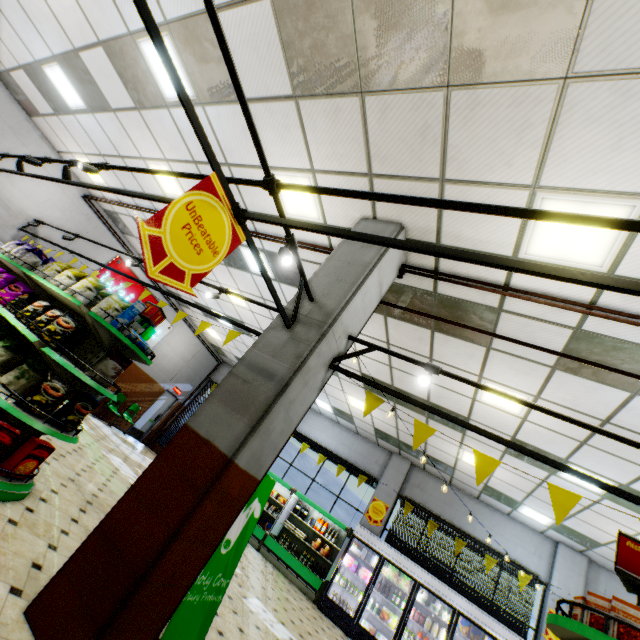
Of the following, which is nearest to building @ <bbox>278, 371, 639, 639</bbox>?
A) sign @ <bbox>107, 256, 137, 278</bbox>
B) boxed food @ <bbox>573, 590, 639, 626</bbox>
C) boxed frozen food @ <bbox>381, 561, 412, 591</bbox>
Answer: sign @ <bbox>107, 256, 137, 278</bbox>

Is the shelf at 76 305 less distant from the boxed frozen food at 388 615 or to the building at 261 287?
the building at 261 287

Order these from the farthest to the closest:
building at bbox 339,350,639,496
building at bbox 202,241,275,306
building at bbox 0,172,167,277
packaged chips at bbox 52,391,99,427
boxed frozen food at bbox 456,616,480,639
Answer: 1. building at bbox 0,172,167,277
2. boxed frozen food at bbox 456,616,480,639
3. building at bbox 202,241,275,306
4. building at bbox 339,350,639,496
5. packaged chips at bbox 52,391,99,427

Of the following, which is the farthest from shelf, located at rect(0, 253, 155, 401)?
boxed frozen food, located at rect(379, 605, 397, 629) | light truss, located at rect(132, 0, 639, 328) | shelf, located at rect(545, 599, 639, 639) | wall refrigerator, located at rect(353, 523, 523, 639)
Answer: boxed frozen food, located at rect(379, 605, 397, 629)

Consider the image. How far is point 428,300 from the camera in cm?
504

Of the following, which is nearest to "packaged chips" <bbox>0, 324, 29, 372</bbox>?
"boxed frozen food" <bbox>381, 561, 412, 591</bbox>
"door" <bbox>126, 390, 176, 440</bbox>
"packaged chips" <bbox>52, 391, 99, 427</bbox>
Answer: "packaged chips" <bbox>52, 391, 99, 427</bbox>

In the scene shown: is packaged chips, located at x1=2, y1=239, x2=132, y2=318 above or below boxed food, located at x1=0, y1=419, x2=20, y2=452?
above

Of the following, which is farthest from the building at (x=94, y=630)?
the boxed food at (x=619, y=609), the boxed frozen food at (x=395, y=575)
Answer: the boxed food at (x=619, y=609)
